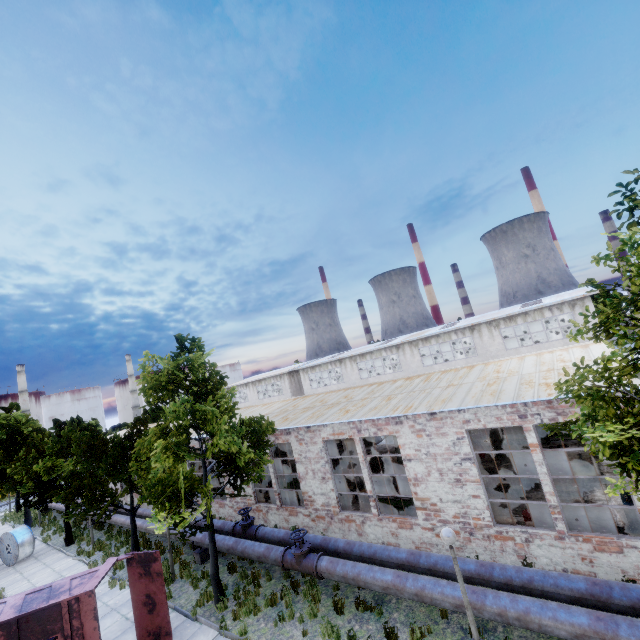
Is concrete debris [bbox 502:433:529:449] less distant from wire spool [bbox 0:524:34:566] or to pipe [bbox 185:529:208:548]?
pipe [bbox 185:529:208:548]

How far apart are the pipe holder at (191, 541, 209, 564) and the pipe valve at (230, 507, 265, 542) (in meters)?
1.20

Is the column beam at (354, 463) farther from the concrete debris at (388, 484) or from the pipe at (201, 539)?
the pipe at (201, 539)

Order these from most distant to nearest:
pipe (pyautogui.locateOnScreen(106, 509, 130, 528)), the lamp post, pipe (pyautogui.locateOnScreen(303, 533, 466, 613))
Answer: pipe (pyautogui.locateOnScreen(106, 509, 130, 528))
pipe (pyautogui.locateOnScreen(303, 533, 466, 613))
the lamp post

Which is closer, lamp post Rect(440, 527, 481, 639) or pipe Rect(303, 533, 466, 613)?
lamp post Rect(440, 527, 481, 639)

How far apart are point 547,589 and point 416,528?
4.89m

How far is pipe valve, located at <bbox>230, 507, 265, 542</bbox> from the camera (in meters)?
14.04

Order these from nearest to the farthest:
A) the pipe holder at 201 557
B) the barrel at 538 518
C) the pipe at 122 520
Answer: the barrel at 538 518 → the pipe holder at 201 557 → the pipe at 122 520
